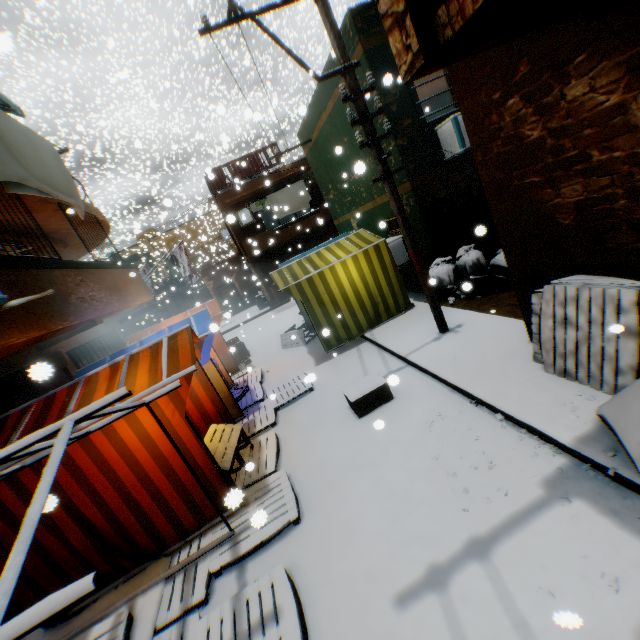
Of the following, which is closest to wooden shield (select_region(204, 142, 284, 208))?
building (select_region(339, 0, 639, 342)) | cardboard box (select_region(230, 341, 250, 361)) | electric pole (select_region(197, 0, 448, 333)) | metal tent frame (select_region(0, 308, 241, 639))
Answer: building (select_region(339, 0, 639, 342))

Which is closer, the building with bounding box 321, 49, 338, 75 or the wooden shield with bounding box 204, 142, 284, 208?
the building with bounding box 321, 49, 338, 75

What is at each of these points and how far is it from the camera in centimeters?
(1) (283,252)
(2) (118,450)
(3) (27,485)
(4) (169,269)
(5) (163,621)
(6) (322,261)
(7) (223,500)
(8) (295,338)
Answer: (1) rolling overhead door, 2073cm
(2) tent, 400cm
(3) tent, 377cm
(4) building, 3753cm
(5) wooden pallet, 351cm
(6) tent, 889cm
(7) tent, 450cm
(8) table, 820cm

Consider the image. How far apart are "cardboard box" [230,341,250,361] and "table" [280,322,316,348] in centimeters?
168cm

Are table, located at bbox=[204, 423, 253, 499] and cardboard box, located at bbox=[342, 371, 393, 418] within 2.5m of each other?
yes

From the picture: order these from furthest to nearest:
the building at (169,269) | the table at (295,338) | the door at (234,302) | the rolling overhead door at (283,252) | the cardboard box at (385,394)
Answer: the door at (234,302) < the building at (169,269) < the rolling overhead door at (283,252) < the table at (295,338) < the cardboard box at (385,394)

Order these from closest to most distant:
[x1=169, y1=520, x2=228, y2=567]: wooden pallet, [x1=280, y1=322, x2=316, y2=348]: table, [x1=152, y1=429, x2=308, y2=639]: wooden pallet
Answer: [x1=152, y1=429, x2=308, y2=639]: wooden pallet → [x1=169, y1=520, x2=228, y2=567]: wooden pallet → [x1=280, y1=322, x2=316, y2=348]: table

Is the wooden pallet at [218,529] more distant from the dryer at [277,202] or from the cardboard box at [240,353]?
the dryer at [277,202]
